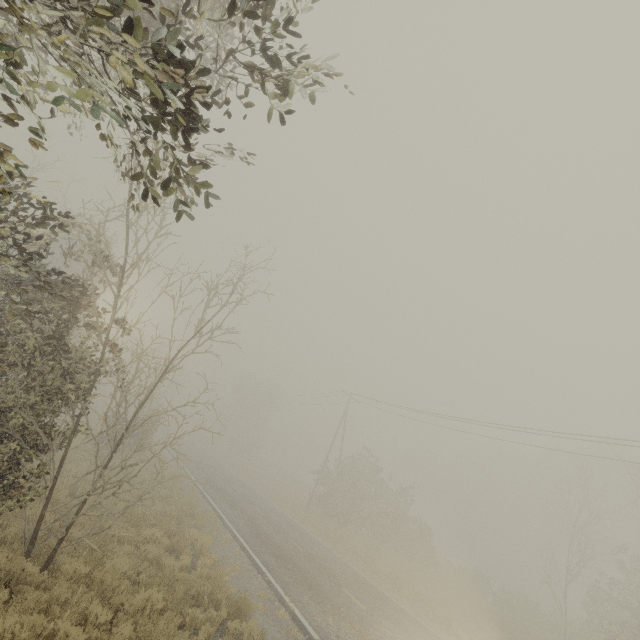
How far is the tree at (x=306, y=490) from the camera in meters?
39.5 m

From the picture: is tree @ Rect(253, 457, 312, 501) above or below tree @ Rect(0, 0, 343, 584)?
below

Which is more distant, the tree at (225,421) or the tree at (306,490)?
the tree at (306,490)

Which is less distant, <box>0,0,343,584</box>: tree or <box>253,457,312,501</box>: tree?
<box>0,0,343,584</box>: tree

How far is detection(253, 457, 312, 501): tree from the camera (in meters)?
39.49

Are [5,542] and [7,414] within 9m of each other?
yes
